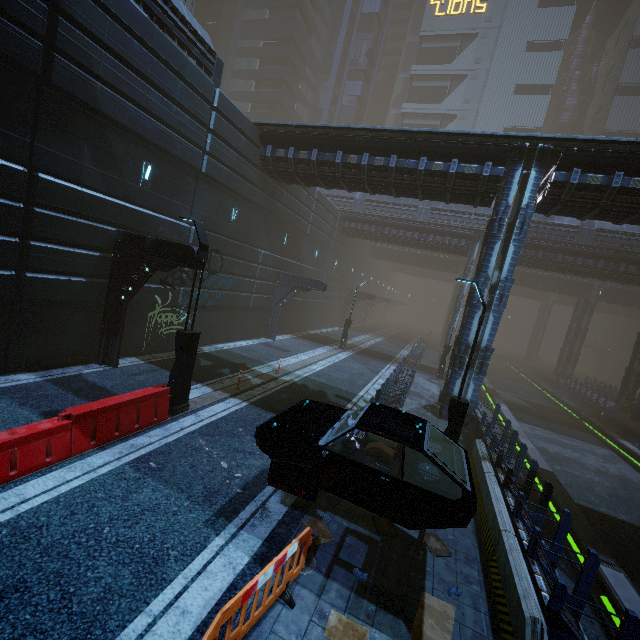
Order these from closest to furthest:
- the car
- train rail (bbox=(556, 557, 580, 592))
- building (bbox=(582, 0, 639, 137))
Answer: the car
train rail (bbox=(556, 557, 580, 592))
building (bbox=(582, 0, 639, 137))

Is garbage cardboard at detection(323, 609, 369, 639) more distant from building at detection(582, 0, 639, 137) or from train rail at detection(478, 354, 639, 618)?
train rail at detection(478, 354, 639, 618)

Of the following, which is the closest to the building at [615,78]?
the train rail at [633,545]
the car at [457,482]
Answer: the train rail at [633,545]

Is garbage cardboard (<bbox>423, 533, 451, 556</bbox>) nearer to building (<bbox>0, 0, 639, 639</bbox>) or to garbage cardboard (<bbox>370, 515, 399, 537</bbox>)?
garbage cardboard (<bbox>370, 515, 399, 537</bbox>)

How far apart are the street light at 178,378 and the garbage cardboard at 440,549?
7.03m

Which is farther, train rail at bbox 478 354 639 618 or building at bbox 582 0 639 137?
building at bbox 582 0 639 137

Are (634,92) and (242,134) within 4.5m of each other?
no

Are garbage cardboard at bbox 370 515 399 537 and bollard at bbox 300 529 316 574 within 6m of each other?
yes
